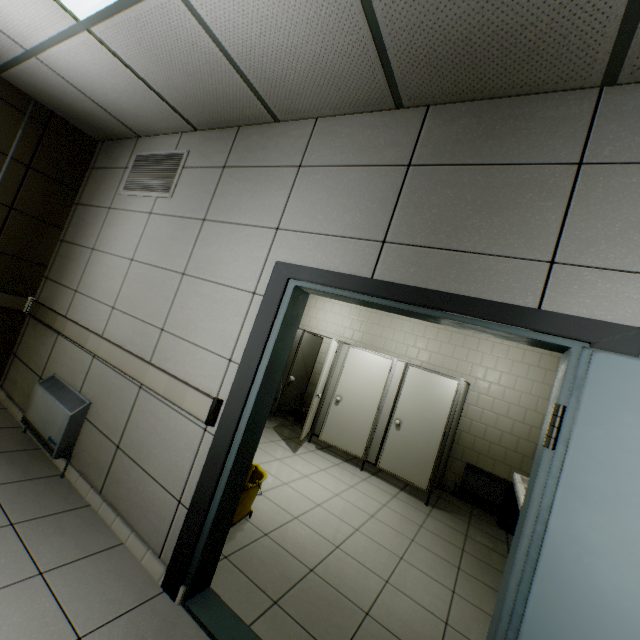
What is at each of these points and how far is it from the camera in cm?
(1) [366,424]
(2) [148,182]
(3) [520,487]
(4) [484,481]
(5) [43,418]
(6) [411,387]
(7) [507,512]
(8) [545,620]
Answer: (1) door, 546
(2) ventilation grill, 323
(3) sink, 347
(4) radiator, 539
(5) radiator, 290
(6) door, 527
(7) garbage can, 488
(8) door, 111

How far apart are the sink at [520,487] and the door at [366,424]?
2.1 meters

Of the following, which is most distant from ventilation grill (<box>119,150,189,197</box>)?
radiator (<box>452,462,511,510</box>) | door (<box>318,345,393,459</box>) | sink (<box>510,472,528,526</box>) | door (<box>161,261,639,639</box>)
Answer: radiator (<box>452,462,511,510</box>)

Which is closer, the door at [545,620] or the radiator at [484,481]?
the door at [545,620]

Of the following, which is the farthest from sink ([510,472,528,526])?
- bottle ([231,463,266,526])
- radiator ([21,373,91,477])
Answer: radiator ([21,373,91,477])

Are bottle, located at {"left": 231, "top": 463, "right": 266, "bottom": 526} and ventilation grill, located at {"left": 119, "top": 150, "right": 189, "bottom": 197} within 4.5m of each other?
yes

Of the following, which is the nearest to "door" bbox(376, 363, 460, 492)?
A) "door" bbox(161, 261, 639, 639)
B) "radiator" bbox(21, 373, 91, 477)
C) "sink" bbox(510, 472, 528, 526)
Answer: "sink" bbox(510, 472, 528, 526)

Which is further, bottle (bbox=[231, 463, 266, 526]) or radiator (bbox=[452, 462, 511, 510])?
radiator (bbox=[452, 462, 511, 510])
